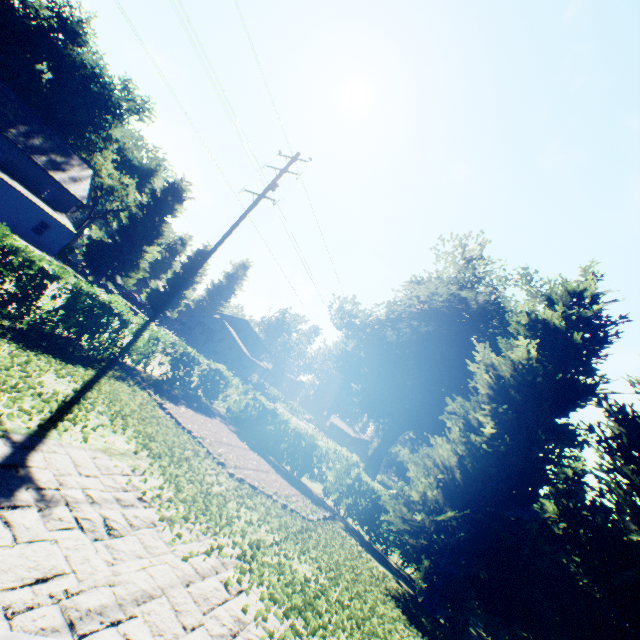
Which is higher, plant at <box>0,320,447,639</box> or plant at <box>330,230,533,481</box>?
plant at <box>330,230,533,481</box>

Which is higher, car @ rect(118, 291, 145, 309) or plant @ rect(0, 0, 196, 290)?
plant @ rect(0, 0, 196, 290)

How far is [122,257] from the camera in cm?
3409

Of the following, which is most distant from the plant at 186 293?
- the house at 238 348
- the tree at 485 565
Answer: → the tree at 485 565

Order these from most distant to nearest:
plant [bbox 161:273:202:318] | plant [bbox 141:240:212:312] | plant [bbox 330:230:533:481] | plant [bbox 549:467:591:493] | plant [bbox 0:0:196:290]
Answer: plant [bbox 161:273:202:318] → plant [bbox 141:240:212:312] → plant [bbox 549:467:591:493] → plant [bbox 0:0:196:290] → plant [bbox 330:230:533:481]

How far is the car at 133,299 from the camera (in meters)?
48.34

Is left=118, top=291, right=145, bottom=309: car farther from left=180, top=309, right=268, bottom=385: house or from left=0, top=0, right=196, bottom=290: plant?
left=180, top=309, right=268, bottom=385: house
